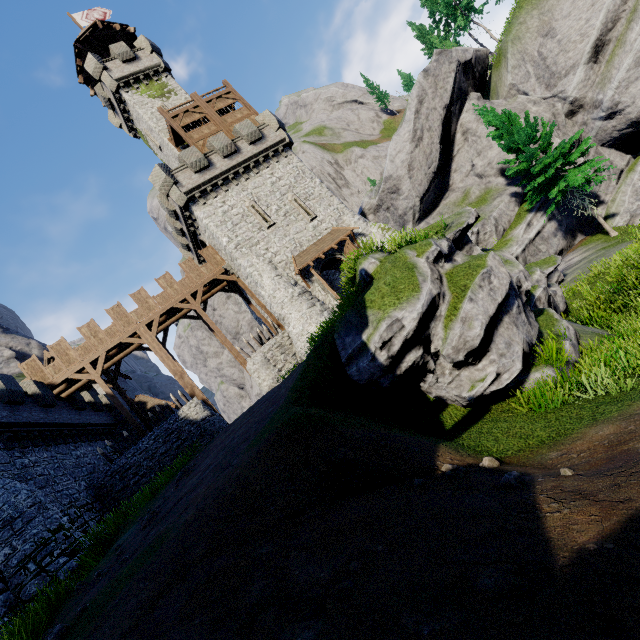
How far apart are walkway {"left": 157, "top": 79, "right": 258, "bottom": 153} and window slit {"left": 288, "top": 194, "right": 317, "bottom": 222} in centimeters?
643cm

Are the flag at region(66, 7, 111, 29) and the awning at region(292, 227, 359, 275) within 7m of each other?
no

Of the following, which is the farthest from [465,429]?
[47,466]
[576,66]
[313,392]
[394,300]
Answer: [576,66]

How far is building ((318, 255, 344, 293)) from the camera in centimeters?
2428cm

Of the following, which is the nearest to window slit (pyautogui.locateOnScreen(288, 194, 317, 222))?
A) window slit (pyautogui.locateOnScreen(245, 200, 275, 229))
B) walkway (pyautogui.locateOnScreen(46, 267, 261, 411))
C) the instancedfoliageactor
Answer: window slit (pyautogui.locateOnScreen(245, 200, 275, 229))

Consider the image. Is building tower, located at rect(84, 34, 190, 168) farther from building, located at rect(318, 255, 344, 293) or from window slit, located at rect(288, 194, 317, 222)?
window slit, located at rect(288, 194, 317, 222)

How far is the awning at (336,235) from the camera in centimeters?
2302cm

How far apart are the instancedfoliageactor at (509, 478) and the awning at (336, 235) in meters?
18.9 m
